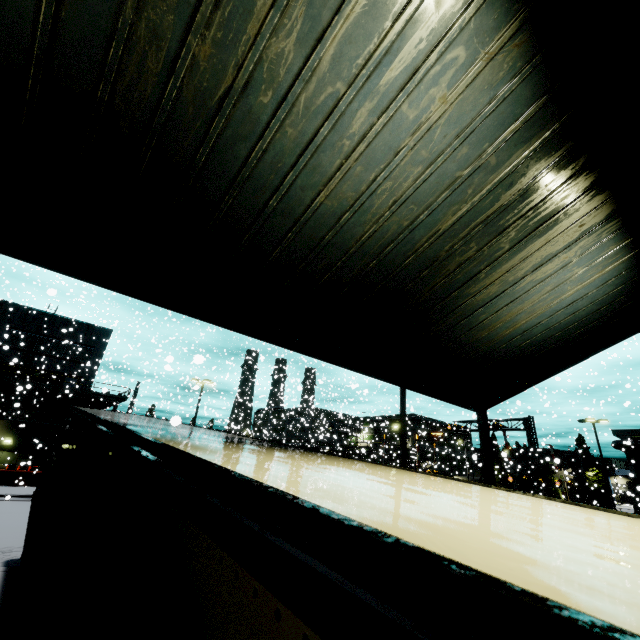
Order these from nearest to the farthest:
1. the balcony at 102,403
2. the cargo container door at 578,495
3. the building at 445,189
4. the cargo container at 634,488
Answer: the building at 445,189 < the cargo container at 634,488 < the balcony at 102,403 < the cargo container door at 578,495

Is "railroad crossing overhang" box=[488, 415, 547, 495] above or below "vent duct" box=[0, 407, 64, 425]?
below

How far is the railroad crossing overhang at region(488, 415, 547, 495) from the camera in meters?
27.6 m

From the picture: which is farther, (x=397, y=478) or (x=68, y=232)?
(x=68, y=232)

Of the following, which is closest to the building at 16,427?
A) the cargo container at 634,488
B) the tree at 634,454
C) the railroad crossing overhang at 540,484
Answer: the tree at 634,454

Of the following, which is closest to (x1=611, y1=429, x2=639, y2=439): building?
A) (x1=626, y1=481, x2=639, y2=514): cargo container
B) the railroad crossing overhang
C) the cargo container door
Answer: (x1=626, y1=481, x2=639, y2=514): cargo container

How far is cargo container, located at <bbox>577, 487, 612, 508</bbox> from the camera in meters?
42.3 m

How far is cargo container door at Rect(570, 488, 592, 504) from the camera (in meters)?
42.16
